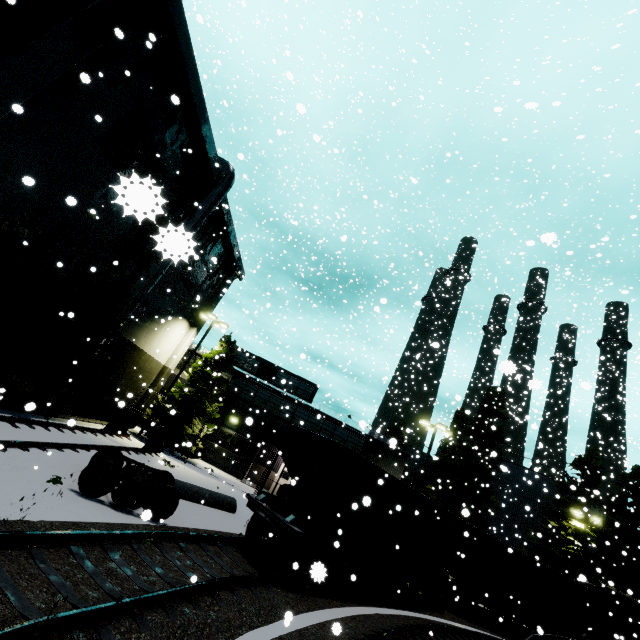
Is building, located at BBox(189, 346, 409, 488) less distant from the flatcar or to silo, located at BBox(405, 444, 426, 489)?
silo, located at BBox(405, 444, 426, 489)

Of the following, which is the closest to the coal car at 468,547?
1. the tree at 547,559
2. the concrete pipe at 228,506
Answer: the tree at 547,559

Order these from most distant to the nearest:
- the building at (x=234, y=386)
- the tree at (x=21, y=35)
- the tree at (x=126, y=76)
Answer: the building at (x=234, y=386) → the tree at (x=126, y=76) → the tree at (x=21, y=35)

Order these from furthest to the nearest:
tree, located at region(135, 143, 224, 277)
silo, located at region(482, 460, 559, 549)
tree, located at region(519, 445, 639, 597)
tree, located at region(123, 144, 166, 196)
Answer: silo, located at region(482, 460, 559, 549) → tree, located at region(519, 445, 639, 597) → tree, located at region(135, 143, 224, 277) → tree, located at region(123, 144, 166, 196)

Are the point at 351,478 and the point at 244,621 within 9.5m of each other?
yes

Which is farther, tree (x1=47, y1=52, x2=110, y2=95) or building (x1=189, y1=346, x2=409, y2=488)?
building (x1=189, y1=346, x2=409, y2=488)

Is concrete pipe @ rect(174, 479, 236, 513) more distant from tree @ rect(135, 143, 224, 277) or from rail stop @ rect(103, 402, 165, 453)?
rail stop @ rect(103, 402, 165, 453)

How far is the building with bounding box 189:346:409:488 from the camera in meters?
26.6 m
